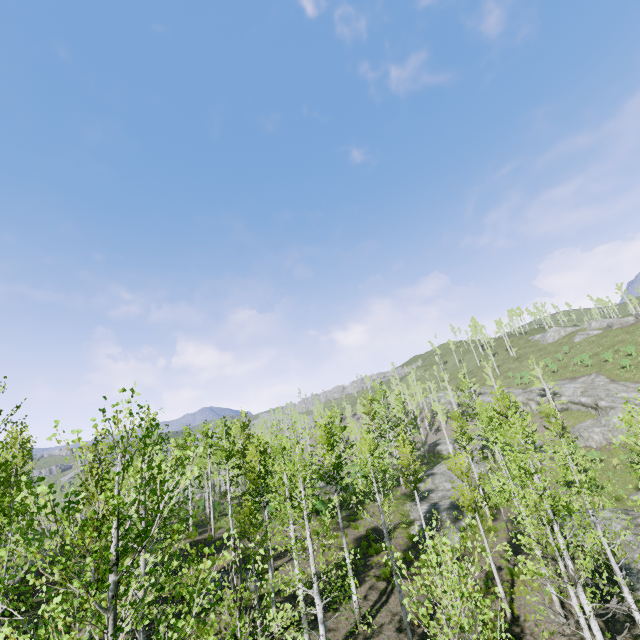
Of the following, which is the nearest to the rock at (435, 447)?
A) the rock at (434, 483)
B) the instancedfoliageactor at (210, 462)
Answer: the instancedfoliageactor at (210, 462)

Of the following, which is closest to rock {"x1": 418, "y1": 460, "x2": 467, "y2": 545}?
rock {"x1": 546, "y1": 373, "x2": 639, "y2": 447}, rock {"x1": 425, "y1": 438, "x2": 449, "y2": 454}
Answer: rock {"x1": 425, "y1": 438, "x2": 449, "y2": 454}

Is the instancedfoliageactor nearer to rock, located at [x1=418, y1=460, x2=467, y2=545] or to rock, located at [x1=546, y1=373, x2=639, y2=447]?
rock, located at [x1=418, y1=460, x2=467, y2=545]

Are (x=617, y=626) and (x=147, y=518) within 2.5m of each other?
no

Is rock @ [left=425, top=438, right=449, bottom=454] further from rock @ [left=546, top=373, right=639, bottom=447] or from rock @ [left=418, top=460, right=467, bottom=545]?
rock @ [left=418, top=460, right=467, bottom=545]

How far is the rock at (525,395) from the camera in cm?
4884

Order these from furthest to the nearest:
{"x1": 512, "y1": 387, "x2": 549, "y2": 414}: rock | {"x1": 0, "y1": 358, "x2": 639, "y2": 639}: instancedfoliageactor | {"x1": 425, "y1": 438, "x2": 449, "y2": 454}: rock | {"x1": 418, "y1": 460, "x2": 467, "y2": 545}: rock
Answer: {"x1": 425, "y1": 438, "x2": 449, "y2": 454}: rock, {"x1": 512, "y1": 387, "x2": 549, "y2": 414}: rock, {"x1": 418, "y1": 460, "x2": 467, "y2": 545}: rock, {"x1": 0, "y1": 358, "x2": 639, "y2": 639}: instancedfoliageactor

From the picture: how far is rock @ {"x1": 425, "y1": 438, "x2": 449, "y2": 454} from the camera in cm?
5261
